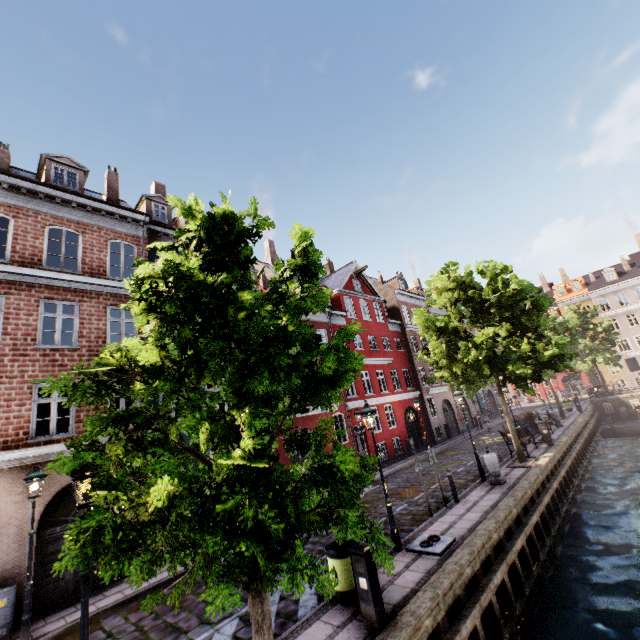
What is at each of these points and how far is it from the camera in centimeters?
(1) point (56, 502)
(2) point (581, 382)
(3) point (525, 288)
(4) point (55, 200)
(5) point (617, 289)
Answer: (1) building, 1002cm
(2) building, 4638cm
(3) tree, 1507cm
(4) building, 1258cm
(5) building, 4453cm

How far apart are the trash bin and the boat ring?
2.1m

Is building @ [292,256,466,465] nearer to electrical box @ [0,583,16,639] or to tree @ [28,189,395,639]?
electrical box @ [0,583,16,639]

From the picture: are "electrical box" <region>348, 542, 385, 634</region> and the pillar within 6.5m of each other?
no

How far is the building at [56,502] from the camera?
9.17m

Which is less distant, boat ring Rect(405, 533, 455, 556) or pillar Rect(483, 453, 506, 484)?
boat ring Rect(405, 533, 455, 556)

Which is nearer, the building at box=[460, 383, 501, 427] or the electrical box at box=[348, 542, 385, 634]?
the electrical box at box=[348, 542, 385, 634]
